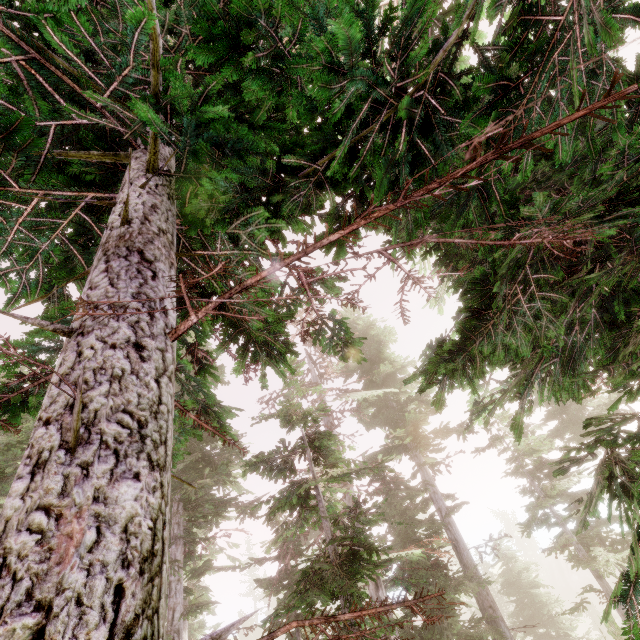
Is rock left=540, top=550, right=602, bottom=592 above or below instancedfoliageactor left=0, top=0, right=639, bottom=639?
below

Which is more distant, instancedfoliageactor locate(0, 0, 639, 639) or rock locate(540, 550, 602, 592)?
rock locate(540, 550, 602, 592)

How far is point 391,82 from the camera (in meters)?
6.79

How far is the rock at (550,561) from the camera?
47.0 meters

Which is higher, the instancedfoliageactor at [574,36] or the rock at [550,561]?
the instancedfoliageactor at [574,36]

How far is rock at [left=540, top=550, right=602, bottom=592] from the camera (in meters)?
46.96
